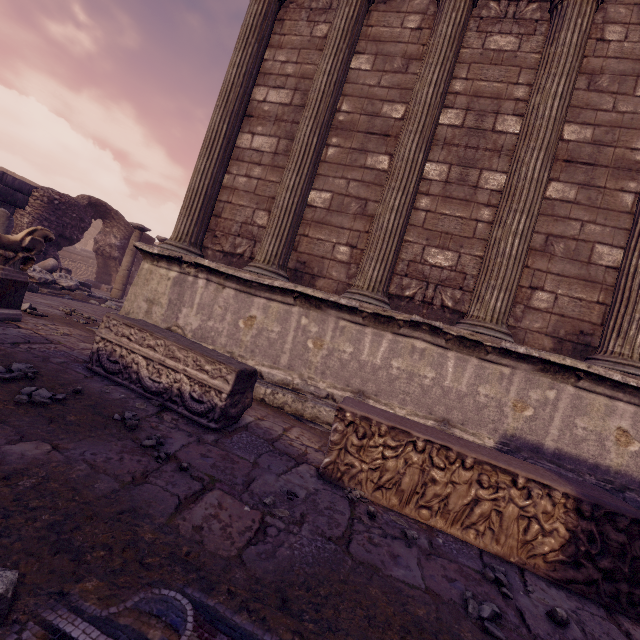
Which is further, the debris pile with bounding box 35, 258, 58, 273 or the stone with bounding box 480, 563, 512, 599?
the debris pile with bounding box 35, 258, 58, 273

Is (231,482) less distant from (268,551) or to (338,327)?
(268,551)

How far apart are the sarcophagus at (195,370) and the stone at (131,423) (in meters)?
0.30

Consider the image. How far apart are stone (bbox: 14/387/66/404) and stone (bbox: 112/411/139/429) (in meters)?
0.38

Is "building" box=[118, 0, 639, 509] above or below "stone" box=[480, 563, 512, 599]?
above

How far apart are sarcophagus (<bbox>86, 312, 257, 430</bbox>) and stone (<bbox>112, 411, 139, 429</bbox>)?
0.3m

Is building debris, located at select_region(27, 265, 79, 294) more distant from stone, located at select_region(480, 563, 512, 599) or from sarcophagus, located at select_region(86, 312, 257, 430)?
stone, located at select_region(480, 563, 512, 599)

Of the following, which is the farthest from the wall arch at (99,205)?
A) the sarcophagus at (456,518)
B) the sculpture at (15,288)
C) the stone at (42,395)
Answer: the sarcophagus at (456,518)
